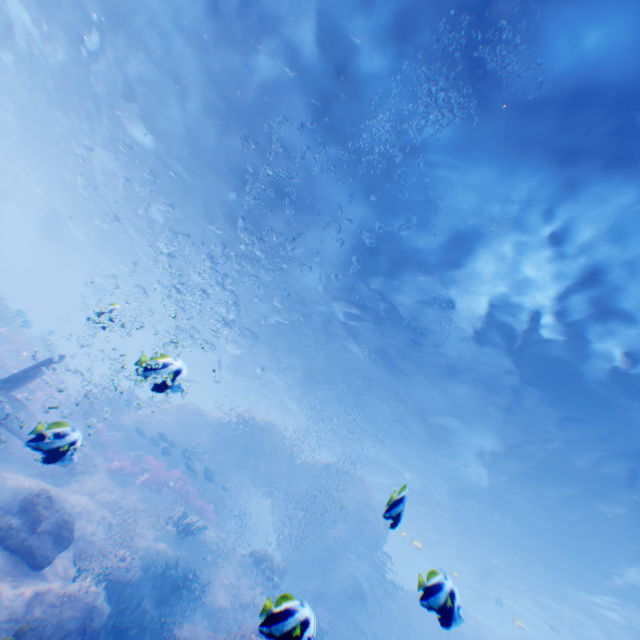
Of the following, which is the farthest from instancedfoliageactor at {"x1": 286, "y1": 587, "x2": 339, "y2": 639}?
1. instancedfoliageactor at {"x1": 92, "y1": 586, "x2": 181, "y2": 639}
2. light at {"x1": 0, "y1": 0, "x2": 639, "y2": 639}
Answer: instancedfoliageactor at {"x1": 92, "y1": 586, "x2": 181, "y2": 639}

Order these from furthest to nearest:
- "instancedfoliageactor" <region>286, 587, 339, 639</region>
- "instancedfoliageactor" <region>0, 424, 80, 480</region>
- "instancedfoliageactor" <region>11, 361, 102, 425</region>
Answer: "instancedfoliageactor" <region>11, 361, 102, 425</region> → "instancedfoliageactor" <region>0, 424, 80, 480</region> → "instancedfoliageactor" <region>286, 587, 339, 639</region>

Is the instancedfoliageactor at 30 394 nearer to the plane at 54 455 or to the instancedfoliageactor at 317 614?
the instancedfoliageactor at 317 614

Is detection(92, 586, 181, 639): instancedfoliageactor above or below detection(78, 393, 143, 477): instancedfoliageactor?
below

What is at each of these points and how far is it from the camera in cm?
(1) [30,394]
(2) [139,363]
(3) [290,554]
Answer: (1) instancedfoliageactor, 1561
(2) light, 358
(3) rock, 2072

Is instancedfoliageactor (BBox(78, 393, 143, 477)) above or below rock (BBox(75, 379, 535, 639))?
below

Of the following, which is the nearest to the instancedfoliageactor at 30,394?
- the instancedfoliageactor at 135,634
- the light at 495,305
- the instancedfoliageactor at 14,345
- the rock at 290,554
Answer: the rock at 290,554

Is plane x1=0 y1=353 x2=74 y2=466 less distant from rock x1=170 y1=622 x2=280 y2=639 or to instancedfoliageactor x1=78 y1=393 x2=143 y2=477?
rock x1=170 y1=622 x2=280 y2=639
